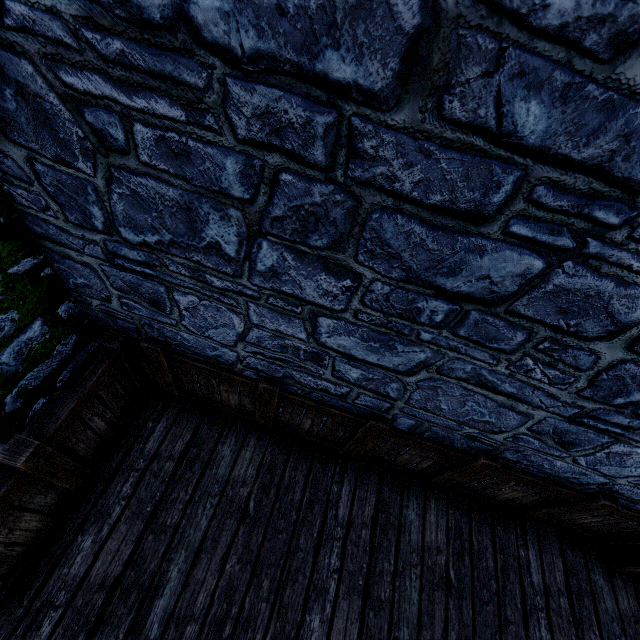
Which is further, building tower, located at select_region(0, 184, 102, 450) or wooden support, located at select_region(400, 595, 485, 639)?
wooden support, located at select_region(400, 595, 485, 639)

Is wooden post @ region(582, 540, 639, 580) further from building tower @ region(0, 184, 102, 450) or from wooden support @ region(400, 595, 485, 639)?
wooden support @ region(400, 595, 485, 639)

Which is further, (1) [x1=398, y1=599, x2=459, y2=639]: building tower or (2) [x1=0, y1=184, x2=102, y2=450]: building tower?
(1) [x1=398, y1=599, x2=459, y2=639]: building tower

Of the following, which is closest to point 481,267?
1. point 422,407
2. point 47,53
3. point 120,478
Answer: point 422,407

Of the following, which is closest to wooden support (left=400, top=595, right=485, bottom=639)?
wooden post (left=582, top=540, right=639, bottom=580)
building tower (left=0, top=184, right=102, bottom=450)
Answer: building tower (left=0, top=184, right=102, bottom=450)

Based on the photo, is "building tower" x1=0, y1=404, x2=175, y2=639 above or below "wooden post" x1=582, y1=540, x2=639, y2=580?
below

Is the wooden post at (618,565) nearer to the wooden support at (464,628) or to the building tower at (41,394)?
the building tower at (41,394)
